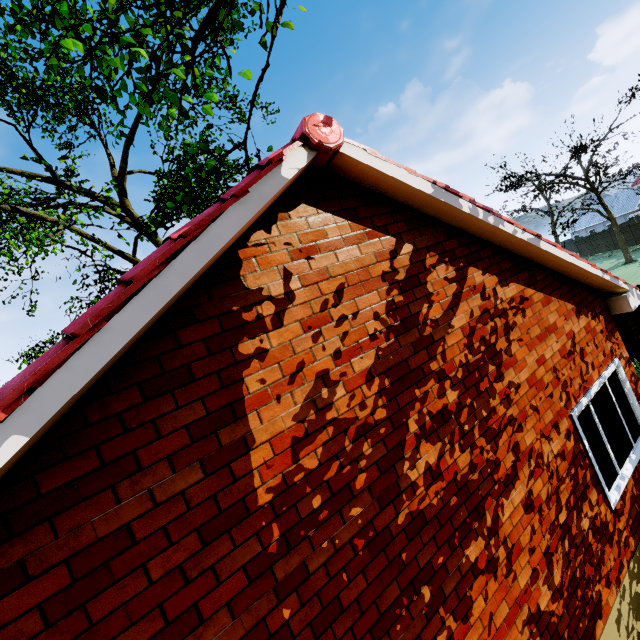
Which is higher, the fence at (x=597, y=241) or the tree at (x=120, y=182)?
the tree at (x=120, y=182)

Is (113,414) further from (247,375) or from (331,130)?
(331,130)

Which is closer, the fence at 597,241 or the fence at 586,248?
the fence at 597,241

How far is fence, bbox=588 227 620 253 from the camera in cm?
3828

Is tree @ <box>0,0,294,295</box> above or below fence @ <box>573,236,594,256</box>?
above

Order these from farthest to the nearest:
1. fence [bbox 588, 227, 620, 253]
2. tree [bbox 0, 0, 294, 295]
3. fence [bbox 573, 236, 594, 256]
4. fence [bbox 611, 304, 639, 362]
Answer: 1. fence [bbox 573, 236, 594, 256]
2. fence [bbox 588, 227, 620, 253]
3. fence [bbox 611, 304, 639, 362]
4. tree [bbox 0, 0, 294, 295]

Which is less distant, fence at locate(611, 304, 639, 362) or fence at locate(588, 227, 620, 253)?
fence at locate(611, 304, 639, 362)
